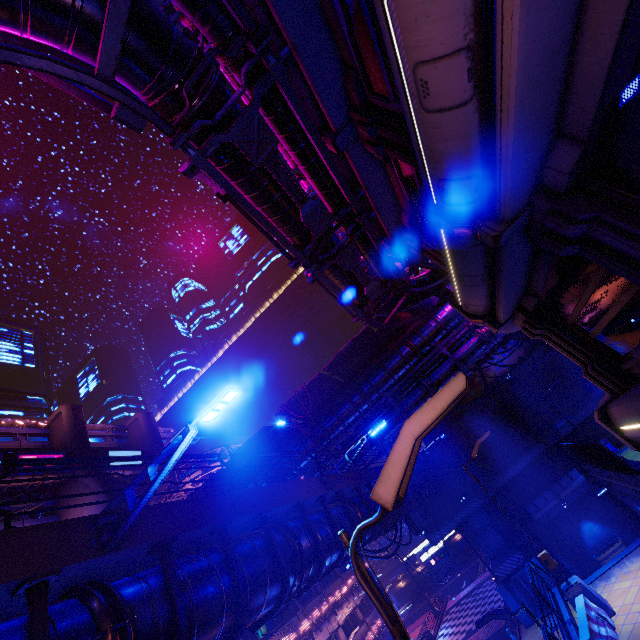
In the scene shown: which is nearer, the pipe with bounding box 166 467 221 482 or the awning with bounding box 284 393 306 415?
the awning with bounding box 284 393 306 415

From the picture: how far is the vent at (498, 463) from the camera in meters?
27.7

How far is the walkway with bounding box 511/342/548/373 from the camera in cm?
2866

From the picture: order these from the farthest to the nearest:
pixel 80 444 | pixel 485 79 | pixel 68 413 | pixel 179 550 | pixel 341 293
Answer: pixel 68 413 < pixel 80 444 < pixel 341 293 < pixel 179 550 < pixel 485 79

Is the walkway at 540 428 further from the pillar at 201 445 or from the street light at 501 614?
the pillar at 201 445

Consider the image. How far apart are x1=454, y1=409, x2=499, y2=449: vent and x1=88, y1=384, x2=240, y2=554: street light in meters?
30.3

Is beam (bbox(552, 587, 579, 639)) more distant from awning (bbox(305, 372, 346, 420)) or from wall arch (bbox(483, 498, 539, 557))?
awning (bbox(305, 372, 346, 420))

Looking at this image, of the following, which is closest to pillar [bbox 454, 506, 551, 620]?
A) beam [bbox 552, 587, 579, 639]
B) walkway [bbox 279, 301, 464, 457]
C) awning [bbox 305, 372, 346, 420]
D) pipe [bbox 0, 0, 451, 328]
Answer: beam [bbox 552, 587, 579, 639]
